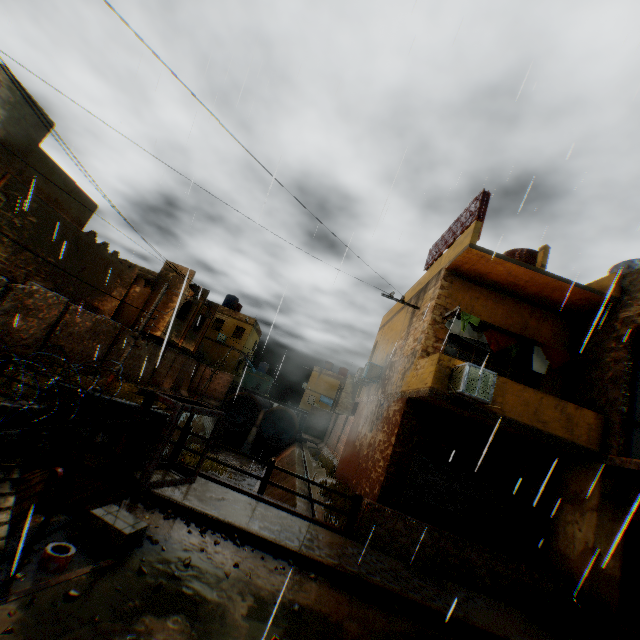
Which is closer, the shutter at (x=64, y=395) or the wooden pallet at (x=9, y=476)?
the wooden pallet at (x=9, y=476)

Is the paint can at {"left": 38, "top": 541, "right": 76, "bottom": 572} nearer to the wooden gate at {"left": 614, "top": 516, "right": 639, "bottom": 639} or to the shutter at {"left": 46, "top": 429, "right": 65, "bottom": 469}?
the shutter at {"left": 46, "top": 429, "right": 65, "bottom": 469}

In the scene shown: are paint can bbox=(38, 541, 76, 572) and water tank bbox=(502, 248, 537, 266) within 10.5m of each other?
no

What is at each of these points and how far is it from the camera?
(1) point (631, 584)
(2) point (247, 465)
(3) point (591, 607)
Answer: (1) wooden gate, 7.8 meters
(2) concrete channel, 25.1 meters
(3) trash bag, 7.4 meters

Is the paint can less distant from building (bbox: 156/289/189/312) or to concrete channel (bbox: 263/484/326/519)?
concrete channel (bbox: 263/484/326/519)

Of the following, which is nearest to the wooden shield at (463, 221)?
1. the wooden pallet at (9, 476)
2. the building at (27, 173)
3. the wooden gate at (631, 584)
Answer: the building at (27, 173)

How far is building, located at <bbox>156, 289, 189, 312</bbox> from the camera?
21.03m

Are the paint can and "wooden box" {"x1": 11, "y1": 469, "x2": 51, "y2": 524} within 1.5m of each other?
yes
